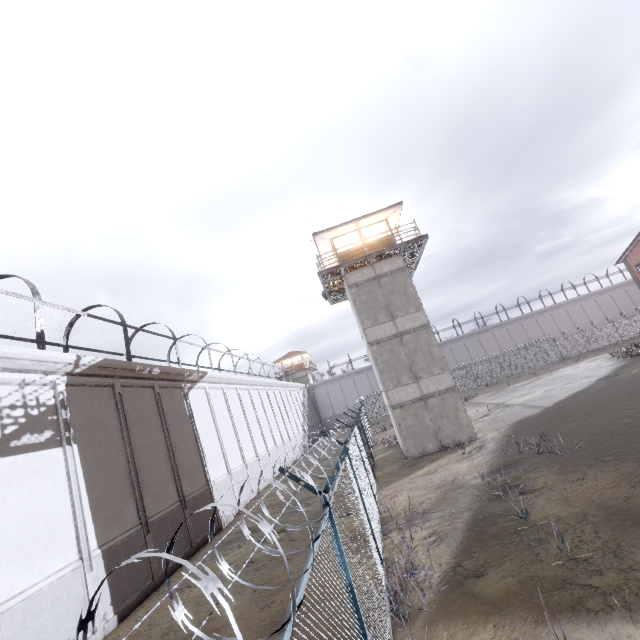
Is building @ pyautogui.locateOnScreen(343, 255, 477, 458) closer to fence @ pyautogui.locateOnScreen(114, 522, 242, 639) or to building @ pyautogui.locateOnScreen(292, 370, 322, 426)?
fence @ pyautogui.locateOnScreen(114, 522, 242, 639)

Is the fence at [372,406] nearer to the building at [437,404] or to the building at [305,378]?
the building at [437,404]

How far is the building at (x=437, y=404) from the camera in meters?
18.4 m

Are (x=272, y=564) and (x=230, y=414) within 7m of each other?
no

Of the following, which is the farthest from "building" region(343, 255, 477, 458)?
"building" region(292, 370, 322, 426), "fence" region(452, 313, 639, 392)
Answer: "building" region(292, 370, 322, 426)

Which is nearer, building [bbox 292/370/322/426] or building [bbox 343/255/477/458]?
building [bbox 343/255/477/458]
